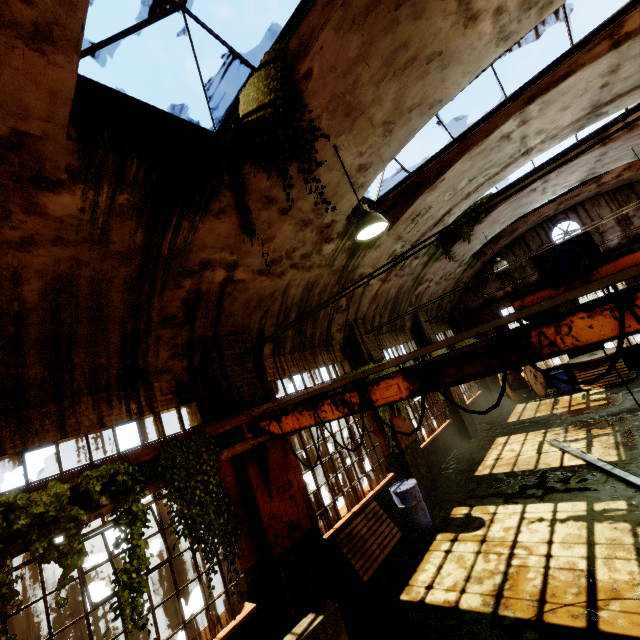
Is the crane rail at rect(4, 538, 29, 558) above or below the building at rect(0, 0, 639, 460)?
below

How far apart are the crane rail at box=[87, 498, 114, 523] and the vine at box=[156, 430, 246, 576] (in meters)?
0.45

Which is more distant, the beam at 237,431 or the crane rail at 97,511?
the beam at 237,431

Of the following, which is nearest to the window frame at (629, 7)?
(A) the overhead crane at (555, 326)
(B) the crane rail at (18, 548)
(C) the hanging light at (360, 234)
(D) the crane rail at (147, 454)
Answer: (C) the hanging light at (360, 234)

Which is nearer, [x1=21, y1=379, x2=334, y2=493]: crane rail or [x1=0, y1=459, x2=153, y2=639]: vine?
[x1=0, y1=459, x2=153, y2=639]: vine

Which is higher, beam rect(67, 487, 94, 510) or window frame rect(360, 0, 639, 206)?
window frame rect(360, 0, 639, 206)

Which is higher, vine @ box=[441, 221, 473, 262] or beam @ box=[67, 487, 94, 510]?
vine @ box=[441, 221, 473, 262]

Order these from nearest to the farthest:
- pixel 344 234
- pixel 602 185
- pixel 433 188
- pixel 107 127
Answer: pixel 107 127
pixel 344 234
pixel 433 188
pixel 602 185
